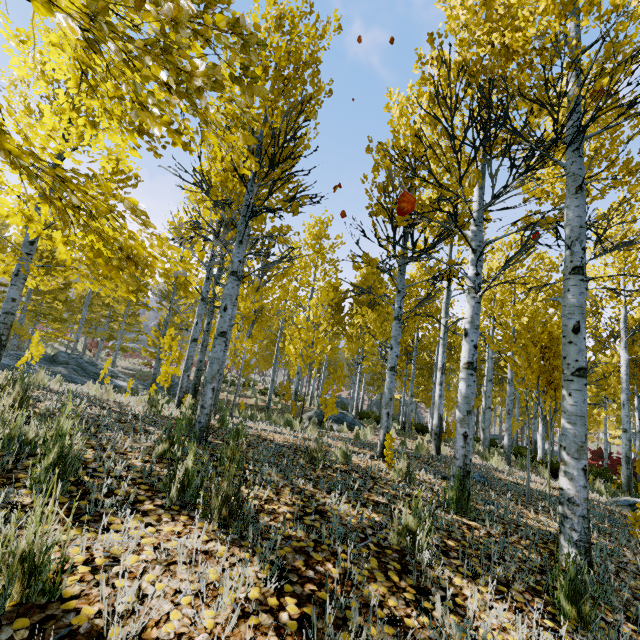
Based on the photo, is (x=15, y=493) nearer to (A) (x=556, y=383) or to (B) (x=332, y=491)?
(B) (x=332, y=491)

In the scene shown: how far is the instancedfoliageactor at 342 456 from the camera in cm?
451

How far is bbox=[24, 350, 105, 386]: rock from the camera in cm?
1058

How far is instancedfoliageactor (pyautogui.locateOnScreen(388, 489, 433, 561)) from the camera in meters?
2.2 m

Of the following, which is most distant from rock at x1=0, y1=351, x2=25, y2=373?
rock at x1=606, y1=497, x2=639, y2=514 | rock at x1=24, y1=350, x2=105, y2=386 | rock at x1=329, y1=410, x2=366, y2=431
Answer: rock at x1=329, y1=410, x2=366, y2=431

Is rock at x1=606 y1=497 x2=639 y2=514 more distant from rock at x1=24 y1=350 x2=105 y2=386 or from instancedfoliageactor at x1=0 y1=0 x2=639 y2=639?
rock at x1=24 y1=350 x2=105 y2=386

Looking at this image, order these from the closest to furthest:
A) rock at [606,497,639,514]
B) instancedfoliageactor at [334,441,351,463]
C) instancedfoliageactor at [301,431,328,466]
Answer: instancedfoliageactor at [301,431,328,466]
instancedfoliageactor at [334,441,351,463]
rock at [606,497,639,514]
